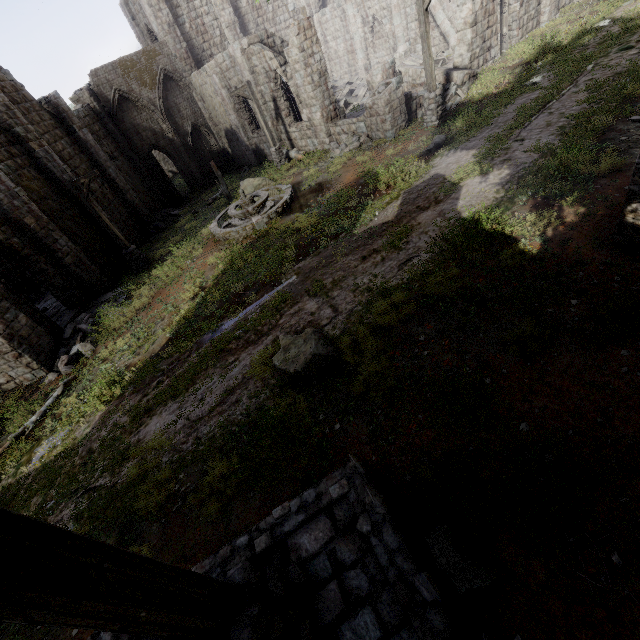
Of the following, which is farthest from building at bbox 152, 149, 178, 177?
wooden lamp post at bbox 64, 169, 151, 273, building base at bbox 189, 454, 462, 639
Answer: wooden lamp post at bbox 64, 169, 151, 273

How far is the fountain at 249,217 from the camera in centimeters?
1343cm

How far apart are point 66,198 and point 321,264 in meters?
15.5 m

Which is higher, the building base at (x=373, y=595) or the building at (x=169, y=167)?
the building base at (x=373, y=595)

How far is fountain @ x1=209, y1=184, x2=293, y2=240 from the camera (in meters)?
Result: 13.43

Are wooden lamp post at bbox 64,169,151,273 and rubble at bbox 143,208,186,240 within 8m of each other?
yes

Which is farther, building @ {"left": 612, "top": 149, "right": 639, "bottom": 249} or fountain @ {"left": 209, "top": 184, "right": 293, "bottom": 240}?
fountain @ {"left": 209, "top": 184, "right": 293, "bottom": 240}

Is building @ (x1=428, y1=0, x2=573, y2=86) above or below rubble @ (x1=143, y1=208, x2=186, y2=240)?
above
